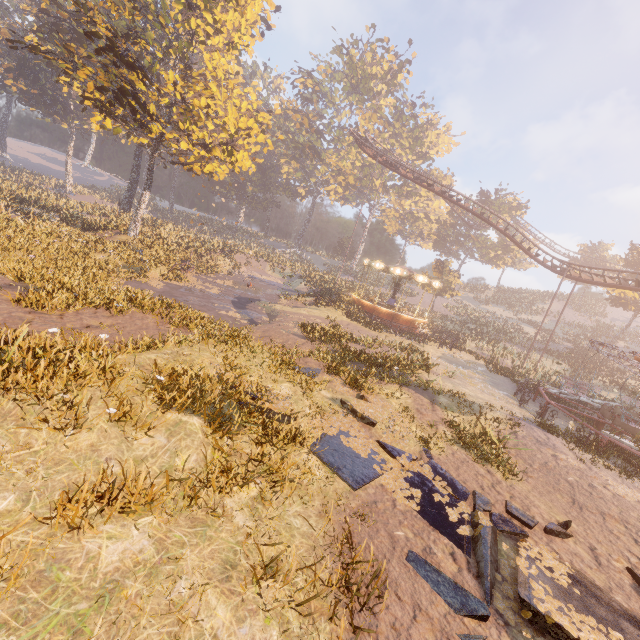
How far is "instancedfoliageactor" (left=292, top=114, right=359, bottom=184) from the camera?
53.1m

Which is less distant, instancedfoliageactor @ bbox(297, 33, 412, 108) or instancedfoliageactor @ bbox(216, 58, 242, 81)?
instancedfoliageactor @ bbox(216, 58, 242, 81)

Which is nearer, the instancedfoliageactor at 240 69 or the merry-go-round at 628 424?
the merry-go-round at 628 424

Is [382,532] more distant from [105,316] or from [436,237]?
[436,237]

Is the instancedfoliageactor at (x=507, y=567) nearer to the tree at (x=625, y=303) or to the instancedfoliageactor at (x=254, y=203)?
the instancedfoliageactor at (x=254, y=203)

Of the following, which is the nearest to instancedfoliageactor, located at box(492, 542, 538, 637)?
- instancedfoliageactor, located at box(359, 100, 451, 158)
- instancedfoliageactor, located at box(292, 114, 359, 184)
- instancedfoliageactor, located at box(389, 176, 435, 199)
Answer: instancedfoliageactor, located at box(359, 100, 451, 158)

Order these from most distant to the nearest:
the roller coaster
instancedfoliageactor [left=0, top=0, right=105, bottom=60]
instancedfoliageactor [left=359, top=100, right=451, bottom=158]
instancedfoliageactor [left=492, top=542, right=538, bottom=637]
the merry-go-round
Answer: instancedfoliageactor [left=359, top=100, right=451, bottom=158] → instancedfoliageactor [left=0, top=0, right=105, bottom=60] → the roller coaster → the merry-go-round → instancedfoliageactor [left=492, top=542, right=538, bottom=637]

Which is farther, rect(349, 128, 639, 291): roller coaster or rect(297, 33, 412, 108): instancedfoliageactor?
rect(297, 33, 412, 108): instancedfoliageactor
